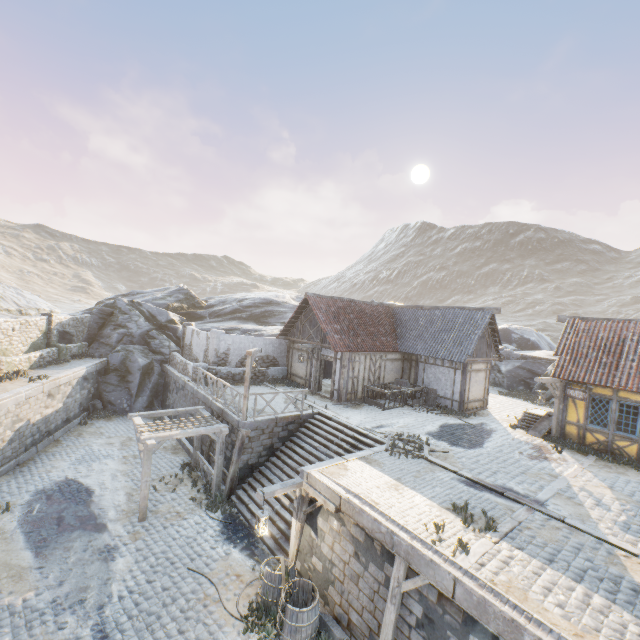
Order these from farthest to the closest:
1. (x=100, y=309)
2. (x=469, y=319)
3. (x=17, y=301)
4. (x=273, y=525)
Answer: (x=17, y=301)
(x=100, y=309)
(x=469, y=319)
(x=273, y=525)

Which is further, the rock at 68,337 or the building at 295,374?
the rock at 68,337

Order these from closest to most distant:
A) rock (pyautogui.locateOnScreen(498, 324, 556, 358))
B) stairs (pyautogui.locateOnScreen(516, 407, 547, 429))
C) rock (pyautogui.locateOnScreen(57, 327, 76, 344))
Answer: stairs (pyautogui.locateOnScreen(516, 407, 547, 429)), rock (pyautogui.locateOnScreen(57, 327, 76, 344)), rock (pyautogui.locateOnScreen(498, 324, 556, 358))

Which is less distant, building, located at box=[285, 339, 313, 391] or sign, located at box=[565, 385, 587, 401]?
sign, located at box=[565, 385, 587, 401]

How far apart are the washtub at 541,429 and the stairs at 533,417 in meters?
0.0

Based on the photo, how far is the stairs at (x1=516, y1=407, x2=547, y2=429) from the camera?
16.05m

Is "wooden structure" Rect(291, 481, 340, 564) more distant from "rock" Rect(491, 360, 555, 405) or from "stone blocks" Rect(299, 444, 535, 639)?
"rock" Rect(491, 360, 555, 405)
